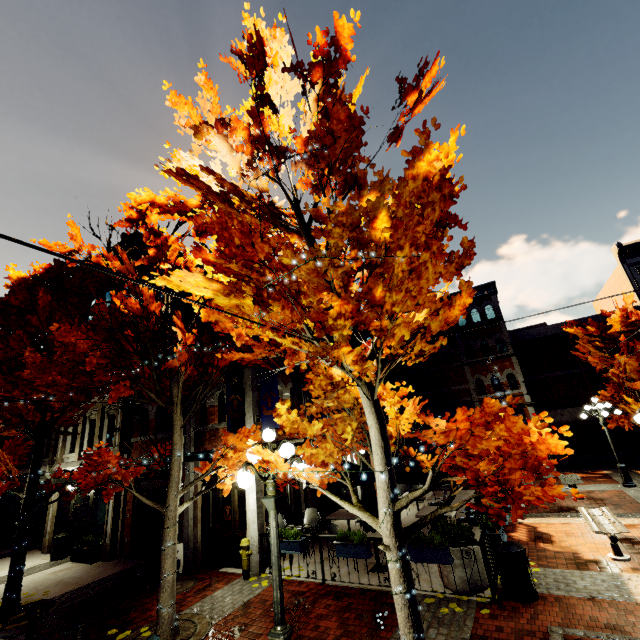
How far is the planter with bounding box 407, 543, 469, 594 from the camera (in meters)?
6.66

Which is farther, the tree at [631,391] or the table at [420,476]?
the tree at [631,391]

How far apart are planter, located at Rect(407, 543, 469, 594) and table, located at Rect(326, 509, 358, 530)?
3.8 meters

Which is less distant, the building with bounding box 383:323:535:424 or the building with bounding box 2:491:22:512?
the building with bounding box 2:491:22:512

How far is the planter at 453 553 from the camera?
6.7m

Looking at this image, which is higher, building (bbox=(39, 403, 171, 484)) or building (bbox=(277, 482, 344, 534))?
building (bbox=(39, 403, 171, 484))

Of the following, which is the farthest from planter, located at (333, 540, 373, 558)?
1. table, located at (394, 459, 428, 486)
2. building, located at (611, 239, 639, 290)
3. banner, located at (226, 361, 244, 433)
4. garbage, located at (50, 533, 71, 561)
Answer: building, located at (611, 239, 639, 290)

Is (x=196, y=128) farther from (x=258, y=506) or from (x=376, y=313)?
(x=258, y=506)
